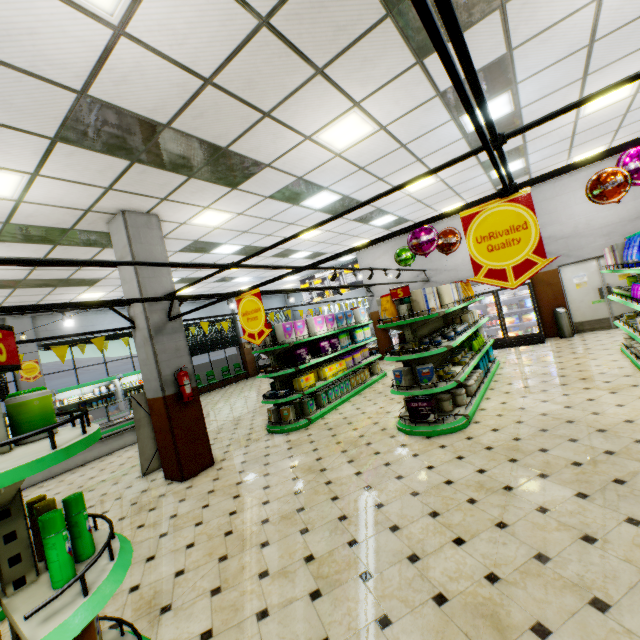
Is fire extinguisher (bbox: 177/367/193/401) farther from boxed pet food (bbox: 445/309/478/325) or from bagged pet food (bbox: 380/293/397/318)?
boxed pet food (bbox: 445/309/478/325)

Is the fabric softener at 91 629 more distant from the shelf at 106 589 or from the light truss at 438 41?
the light truss at 438 41

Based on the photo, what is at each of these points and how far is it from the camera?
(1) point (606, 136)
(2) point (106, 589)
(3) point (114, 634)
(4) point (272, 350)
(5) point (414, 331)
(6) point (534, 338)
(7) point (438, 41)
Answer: (1) building, 7.6m
(2) shelf, 1.3m
(3) shelf, 1.8m
(4) shelf, 7.6m
(5) shelf, 5.7m
(6) wall refrigerator door, 10.3m
(7) light truss, 0.9m

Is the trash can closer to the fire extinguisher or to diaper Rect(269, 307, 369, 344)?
diaper Rect(269, 307, 369, 344)

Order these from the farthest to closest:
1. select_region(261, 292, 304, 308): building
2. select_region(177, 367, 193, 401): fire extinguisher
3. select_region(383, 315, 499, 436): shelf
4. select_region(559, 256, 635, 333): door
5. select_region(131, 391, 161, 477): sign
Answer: select_region(261, 292, 304, 308): building < select_region(559, 256, 635, 333): door < select_region(131, 391, 161, 477): sign < select_region(177, 367, 193, 401): fire extinguisher < select_region(383, 315, 499, 436): shelf

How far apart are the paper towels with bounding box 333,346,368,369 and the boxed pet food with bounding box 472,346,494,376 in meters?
3.0

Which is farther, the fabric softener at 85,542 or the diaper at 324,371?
the diaper at 324,371

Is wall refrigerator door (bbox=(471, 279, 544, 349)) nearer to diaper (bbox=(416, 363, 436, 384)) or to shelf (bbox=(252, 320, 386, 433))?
shelf (bbox=(252, 320, 386, 433))
